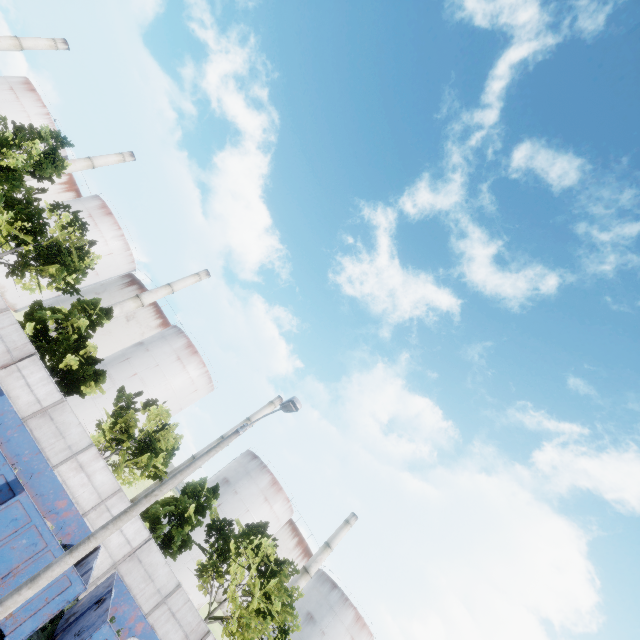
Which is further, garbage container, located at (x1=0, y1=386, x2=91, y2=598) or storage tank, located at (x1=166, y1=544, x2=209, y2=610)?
storage tank, located at (x1=166, y1=544, x2=209, y2=610)

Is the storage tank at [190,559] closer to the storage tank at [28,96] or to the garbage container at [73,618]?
the garbage container at [73,618]

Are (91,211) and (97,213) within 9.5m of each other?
yes

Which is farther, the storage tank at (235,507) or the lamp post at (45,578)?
the storage tank at (235,507)

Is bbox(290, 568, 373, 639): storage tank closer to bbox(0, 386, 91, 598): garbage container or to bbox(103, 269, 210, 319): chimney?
bbox(0, 386, 91, 598): garbage container

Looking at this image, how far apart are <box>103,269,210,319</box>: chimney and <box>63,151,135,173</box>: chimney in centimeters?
2161cm

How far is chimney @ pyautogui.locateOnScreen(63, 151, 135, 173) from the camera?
49.57m

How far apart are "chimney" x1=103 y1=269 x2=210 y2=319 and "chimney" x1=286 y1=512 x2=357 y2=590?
46.54m
